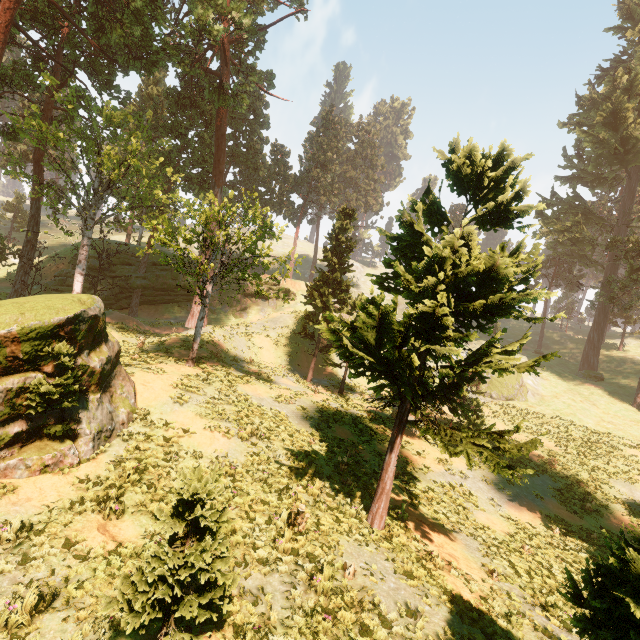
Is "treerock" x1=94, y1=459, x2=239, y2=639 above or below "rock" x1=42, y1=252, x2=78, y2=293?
below

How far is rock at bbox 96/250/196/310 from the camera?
36.12m

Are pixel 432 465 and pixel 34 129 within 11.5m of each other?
no

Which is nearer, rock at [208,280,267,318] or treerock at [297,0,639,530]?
treerock at [297,0,639,530]

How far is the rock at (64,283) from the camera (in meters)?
34.69
